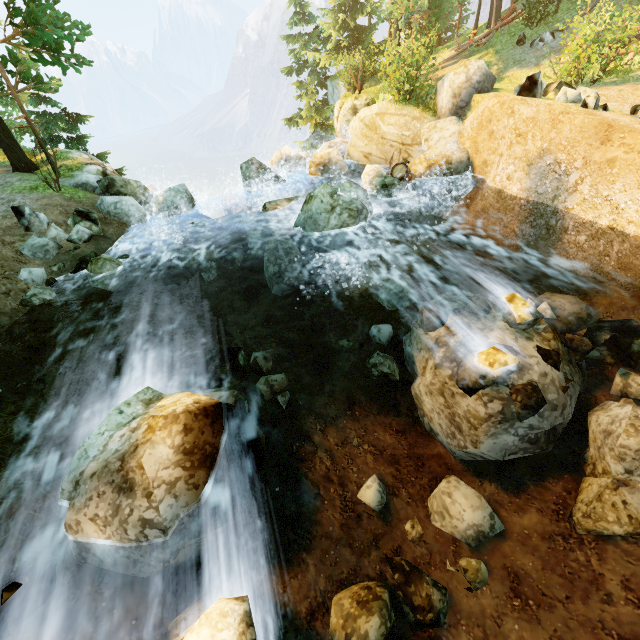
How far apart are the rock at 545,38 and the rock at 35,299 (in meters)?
22.55

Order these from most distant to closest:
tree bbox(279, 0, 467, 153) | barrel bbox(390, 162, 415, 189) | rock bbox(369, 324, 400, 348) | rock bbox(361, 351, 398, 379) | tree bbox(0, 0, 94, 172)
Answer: tree bbox(279, 0, 467, 153) < barrel bbox(390, 162, 415, 189) < tree bbox(0, 0, 94, 172) < rock bbox(369, 324, 400, 348) < rock bbox(361, 351, 398, 379)

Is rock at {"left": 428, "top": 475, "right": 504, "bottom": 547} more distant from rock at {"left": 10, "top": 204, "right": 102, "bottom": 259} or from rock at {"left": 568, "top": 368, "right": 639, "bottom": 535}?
rock at {"left": 10, "top": 204, "right": 102, "bottom": 259}

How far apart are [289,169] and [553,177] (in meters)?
10.16

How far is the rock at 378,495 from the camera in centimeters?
525cm

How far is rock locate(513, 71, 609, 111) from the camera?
8.2 meters

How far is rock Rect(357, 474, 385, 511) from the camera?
5.25m

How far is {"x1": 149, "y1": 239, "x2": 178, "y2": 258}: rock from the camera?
10.9 meters
